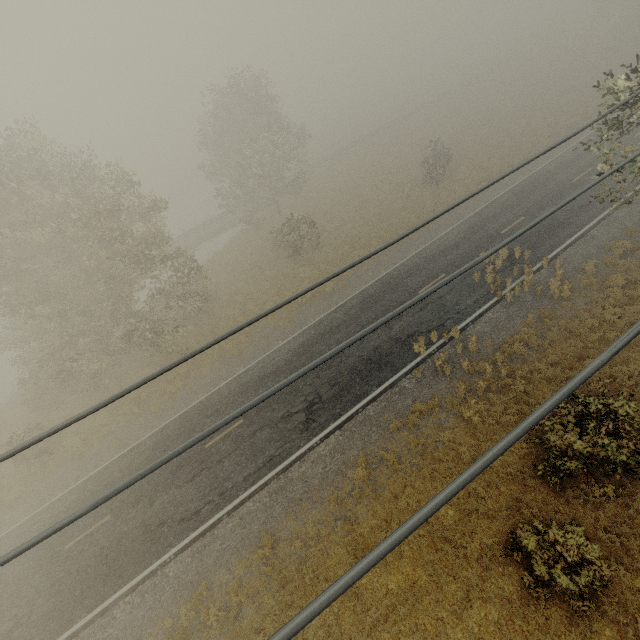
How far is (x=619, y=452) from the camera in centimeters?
877cm
